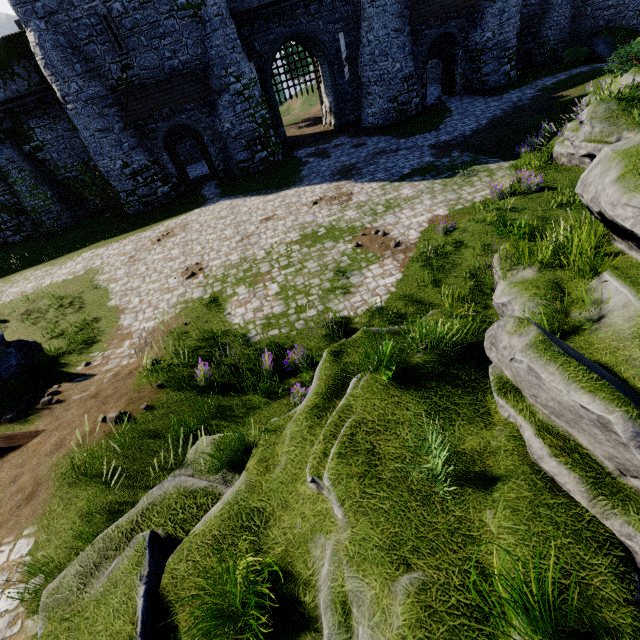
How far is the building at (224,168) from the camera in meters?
20.8 m

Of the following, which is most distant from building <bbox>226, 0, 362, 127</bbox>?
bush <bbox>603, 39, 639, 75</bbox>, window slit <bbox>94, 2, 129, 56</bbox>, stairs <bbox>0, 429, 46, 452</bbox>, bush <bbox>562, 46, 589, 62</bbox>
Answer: stairs <bbox>0, 429, 46, 452</bbox>

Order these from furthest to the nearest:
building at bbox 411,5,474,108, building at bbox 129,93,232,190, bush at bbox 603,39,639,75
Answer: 1. building at bbox 411,5,474,108
2. building at bbox 129,93,232,190
3. bush at bbox 603,39,639,75

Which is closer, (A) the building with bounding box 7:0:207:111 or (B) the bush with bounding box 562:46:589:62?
(A) the building with bounding box 7:0:207:111

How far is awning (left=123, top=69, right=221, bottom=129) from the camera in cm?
1958

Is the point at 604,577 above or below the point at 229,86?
below

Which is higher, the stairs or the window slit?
the window slit
